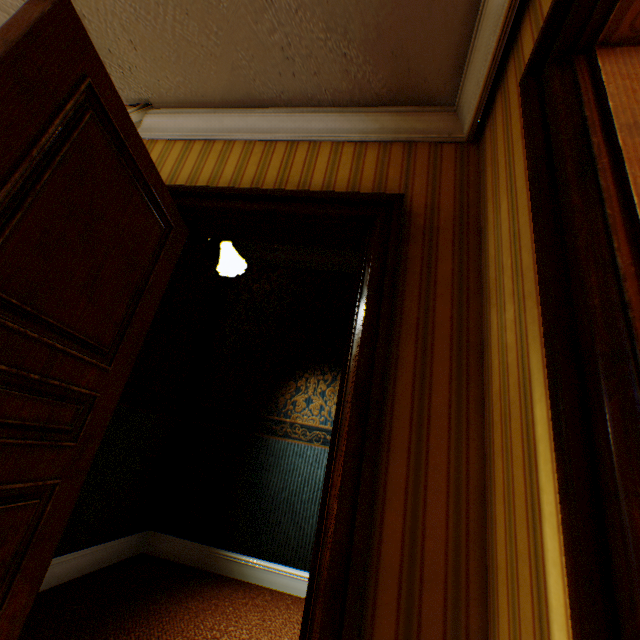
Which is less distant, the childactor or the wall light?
the childactor

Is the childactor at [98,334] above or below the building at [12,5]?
below

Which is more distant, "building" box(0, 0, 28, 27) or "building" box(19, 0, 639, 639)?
"building" box(0, 0, 28, 27)

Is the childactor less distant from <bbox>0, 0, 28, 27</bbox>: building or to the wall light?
<bbox>0, 0, 28, 27</bbox>: building

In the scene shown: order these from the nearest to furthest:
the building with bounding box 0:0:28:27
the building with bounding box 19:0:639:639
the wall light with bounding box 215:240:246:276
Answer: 1. the building with bounding box 19:0:639:639
2. the building with bounding box 0:0:28:27
3. the wall light with bounding box 215:240:246:276

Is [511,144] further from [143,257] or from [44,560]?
[44,560]

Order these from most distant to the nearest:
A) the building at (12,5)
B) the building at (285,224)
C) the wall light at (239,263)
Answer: the wall light at (239,263) < the building at (12,5) < the building at (285,224)

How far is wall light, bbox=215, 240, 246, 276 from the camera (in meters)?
2.89
